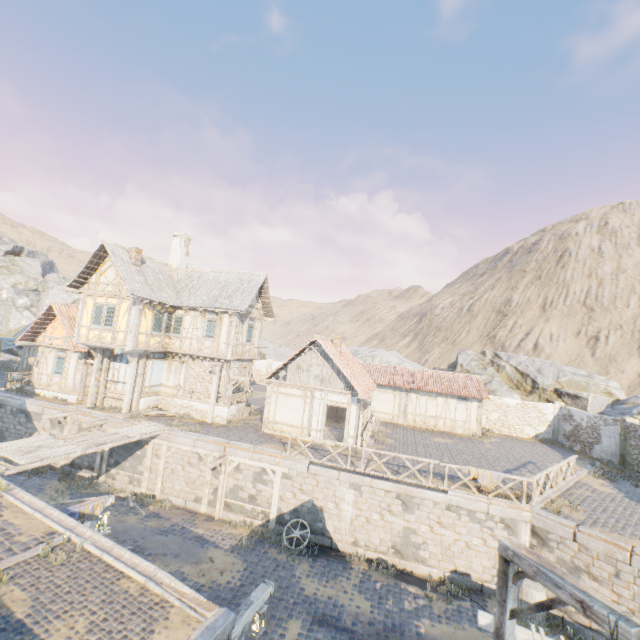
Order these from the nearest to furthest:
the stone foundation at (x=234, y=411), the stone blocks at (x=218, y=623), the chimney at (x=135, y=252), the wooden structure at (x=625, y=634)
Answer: the wooden structure at (x=625, y=634) → the stone blocks at (x=218, y=623) → the chimney at (x=135, y=252) → the stone foundation at (x=234, y=411)

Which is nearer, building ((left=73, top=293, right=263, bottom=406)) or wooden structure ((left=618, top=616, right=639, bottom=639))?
wooden structure ((left=618, top=616, right=639, bottom=639))

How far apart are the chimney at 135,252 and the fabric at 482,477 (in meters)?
20.40

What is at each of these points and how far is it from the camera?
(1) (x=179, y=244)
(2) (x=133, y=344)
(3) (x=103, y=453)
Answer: (1) chimney, 23.00m
(2) building, 18.30m
(3) wooden structure, 17.55m

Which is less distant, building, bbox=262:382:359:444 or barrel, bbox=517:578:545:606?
barrel, bbox=517:578:545:606

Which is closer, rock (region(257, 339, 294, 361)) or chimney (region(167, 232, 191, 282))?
chimney (region(167, 232, 191, 282))

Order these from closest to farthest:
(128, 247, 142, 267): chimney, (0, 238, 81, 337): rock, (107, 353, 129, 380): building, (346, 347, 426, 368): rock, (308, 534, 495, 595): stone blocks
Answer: (308, 534, 495, 595): stone blocks, (128, 247, 142, 267): chimney, (107, 353, 129, 380): building, (346, 347, 426, 368): rock, (0, 238, 81, 337): rock

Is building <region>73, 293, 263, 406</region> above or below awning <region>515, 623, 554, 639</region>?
above
